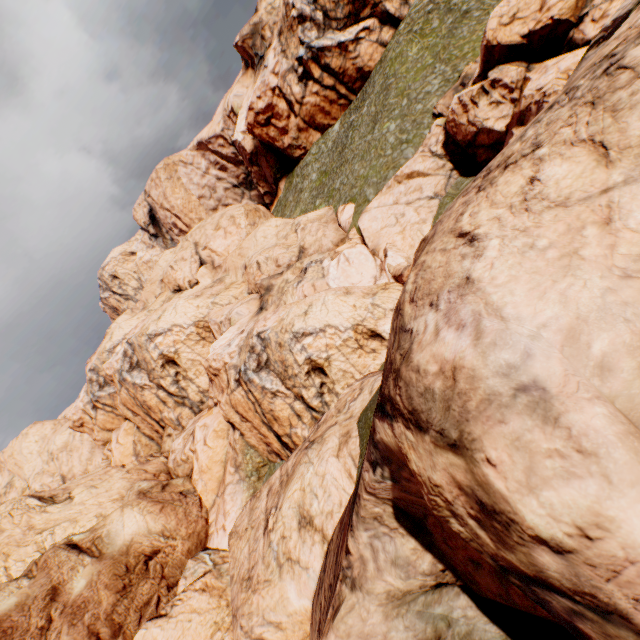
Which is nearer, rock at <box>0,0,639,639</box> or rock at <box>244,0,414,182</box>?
rock at <box>0,0,639,639</box>

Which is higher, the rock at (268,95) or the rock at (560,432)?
the rock at (268,95)

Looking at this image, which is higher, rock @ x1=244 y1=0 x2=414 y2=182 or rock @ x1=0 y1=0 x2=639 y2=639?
rock @ x1=244 y1=0 x2=414 y2=182

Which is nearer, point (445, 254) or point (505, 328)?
point (505, 328)

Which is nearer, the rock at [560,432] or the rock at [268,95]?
the rock at [560,432]
